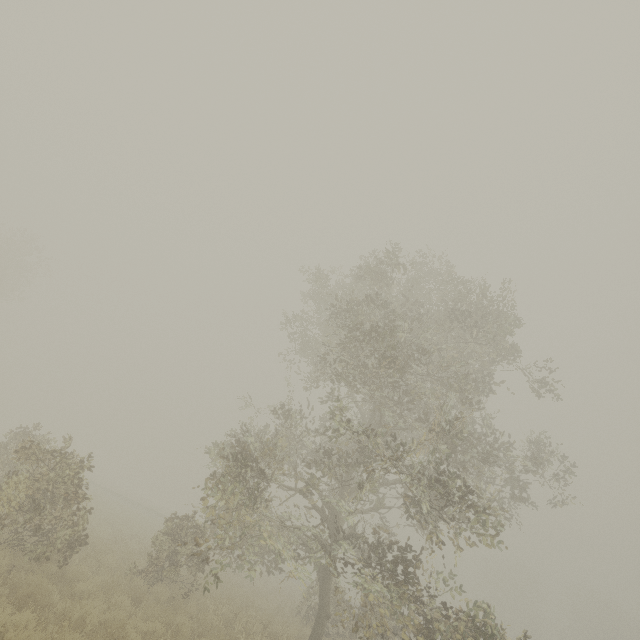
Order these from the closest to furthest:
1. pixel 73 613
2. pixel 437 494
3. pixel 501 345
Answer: pixel 73 613, pixel 437 494, pixel 501 345

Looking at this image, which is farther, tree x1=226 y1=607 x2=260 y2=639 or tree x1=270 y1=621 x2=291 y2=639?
tree x1=270 y1=621 x2=291 y2=639

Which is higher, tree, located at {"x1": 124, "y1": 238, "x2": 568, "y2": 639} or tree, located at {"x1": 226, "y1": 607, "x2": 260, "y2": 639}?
tree, located at {"x1": 124, "y1": 238, "x2": 568, "y2": 639}

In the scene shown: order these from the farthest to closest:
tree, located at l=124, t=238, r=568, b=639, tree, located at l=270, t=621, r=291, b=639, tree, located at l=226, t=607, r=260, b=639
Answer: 1. tree, located at l=270, t=621, r=291, b=639
2. tree, located at l=226, t=607, r=260, b=639
3. tree, located at l=124, t=238, r=568, b=639

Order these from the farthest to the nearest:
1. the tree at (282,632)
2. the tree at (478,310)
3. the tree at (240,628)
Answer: the tree at (282,632) → the tree at (240,628) → the tree at (478,310)

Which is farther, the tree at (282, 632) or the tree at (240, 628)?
the tree at (282, 632)
